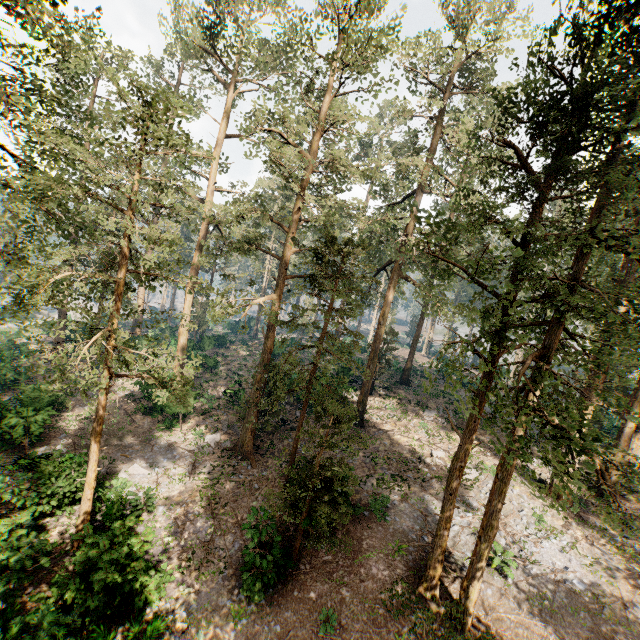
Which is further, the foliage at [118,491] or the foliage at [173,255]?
the foliage at [118,491]

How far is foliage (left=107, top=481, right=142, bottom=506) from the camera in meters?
14.3 m

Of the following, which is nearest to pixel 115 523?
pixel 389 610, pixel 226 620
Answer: pixel 226 620

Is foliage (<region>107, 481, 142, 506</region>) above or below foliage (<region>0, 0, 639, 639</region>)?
below

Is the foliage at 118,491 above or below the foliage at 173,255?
below

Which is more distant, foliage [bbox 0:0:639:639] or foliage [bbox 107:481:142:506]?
foliage [bbox 107:481:142:506]
